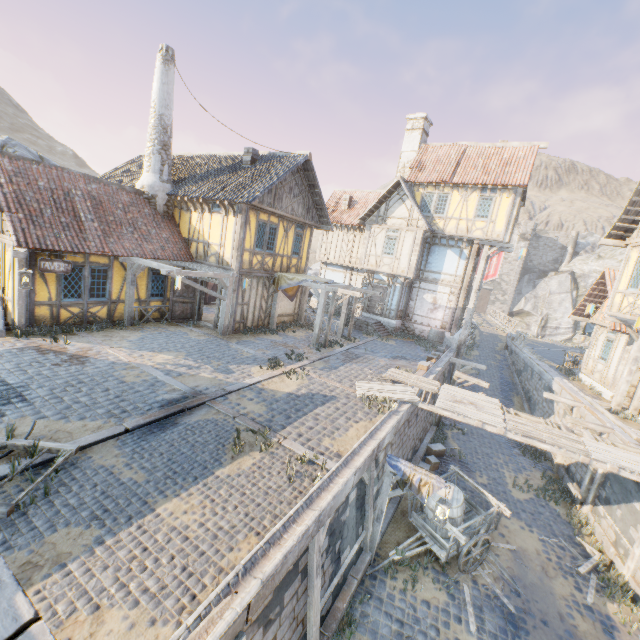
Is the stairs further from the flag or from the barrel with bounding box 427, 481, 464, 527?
the barrel with bounding box 427, 481, 464, 527

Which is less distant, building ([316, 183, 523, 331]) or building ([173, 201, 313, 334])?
building ([173, 201, 313, 334])

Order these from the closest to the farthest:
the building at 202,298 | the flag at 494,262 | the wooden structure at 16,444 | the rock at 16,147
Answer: the wooden structure at 16,444 < the building at 202,298 < the rock at 16,147 < the flag at 494,262

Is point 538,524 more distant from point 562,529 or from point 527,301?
point 527,301

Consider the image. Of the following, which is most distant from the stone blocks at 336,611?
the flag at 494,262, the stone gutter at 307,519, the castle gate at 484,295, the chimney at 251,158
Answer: the castle gate at 484,295

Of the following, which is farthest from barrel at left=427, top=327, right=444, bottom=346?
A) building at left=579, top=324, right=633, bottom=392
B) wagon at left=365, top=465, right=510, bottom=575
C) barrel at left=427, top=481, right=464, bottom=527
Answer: barrel at left=427, top=481, right=464, bottom=527

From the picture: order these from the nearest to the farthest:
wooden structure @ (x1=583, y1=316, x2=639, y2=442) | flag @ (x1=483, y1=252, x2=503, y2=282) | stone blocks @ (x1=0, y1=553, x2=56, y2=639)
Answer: stone blocks @ (x1=0, y1=553, x2=56, y2=639), wooden structure @ (x1=583, y1=316, x2=639, y2=442), flag @ (x1=483, y1=252, x2=503, y2=282)

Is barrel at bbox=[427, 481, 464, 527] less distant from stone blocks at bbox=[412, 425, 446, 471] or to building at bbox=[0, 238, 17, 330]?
stone blocks at bbox=[412, 425, 446, 471]
